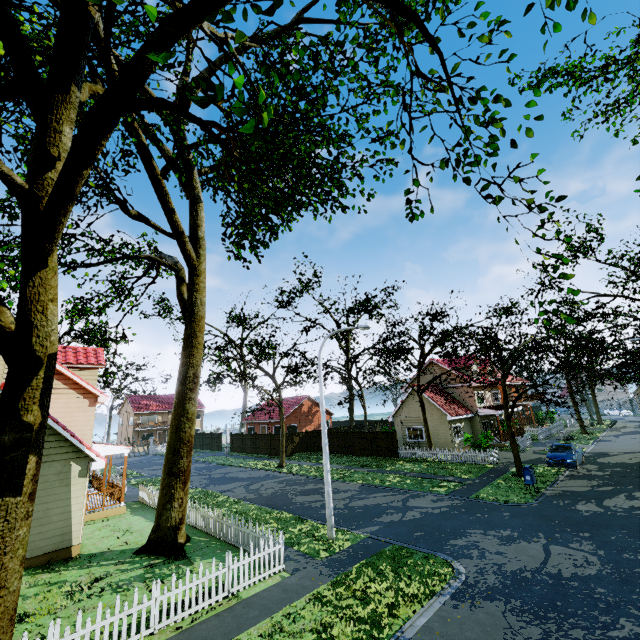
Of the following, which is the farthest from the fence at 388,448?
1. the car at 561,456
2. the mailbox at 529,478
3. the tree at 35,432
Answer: the mailbox at 529,478

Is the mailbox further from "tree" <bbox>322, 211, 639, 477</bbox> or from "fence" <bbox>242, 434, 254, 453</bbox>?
"fence" <bbox>242, 434, 254, 453</bbox>

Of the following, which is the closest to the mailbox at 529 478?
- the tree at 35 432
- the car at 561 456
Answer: the tree at 35 432

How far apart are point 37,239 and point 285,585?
11.0m

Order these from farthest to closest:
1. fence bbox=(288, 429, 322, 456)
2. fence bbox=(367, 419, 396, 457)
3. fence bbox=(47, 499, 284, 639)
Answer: fence bbox=(288, 429, 322, 456) < fence bbox=(367, 419, 396, 457) < fence bbox=(47, 499, 284, 639)

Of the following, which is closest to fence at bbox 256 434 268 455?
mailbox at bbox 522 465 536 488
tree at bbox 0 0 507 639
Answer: tree at bbox 0 0 507 639

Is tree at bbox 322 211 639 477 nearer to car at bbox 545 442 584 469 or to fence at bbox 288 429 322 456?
fence at bbox 288 429 322 456

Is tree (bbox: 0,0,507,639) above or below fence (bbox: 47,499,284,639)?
above
